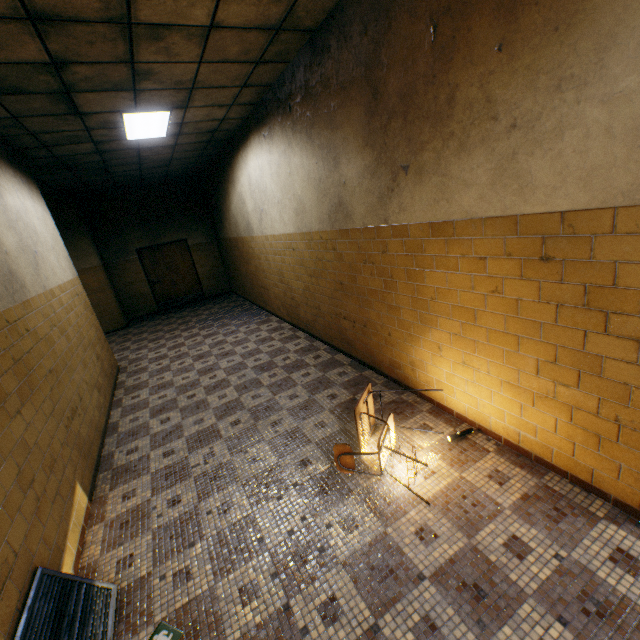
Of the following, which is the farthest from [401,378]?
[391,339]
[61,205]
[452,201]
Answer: [61,205]

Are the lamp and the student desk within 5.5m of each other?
yes

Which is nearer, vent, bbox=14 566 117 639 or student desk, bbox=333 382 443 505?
vent, bbox=14 566 117 639

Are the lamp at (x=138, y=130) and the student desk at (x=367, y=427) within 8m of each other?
yes

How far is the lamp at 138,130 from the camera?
4.5m

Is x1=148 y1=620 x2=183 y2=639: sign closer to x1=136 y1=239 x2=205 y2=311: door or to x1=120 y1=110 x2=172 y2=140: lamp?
x1=120 y1=110 x2=172 y2=140: lamp

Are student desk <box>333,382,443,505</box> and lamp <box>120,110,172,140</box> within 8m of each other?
yes

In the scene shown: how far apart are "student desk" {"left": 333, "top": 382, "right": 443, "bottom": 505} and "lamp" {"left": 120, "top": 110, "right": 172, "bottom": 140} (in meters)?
4.69
